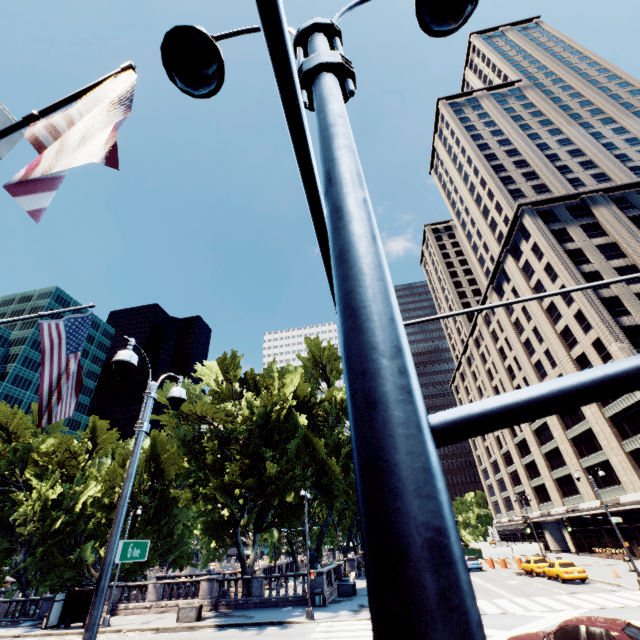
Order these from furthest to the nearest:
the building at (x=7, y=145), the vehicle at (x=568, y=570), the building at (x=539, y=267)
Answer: the building at (x=539, y=267) → the vehicle at (x=568, y=570) → the building at (x=7, y=145)

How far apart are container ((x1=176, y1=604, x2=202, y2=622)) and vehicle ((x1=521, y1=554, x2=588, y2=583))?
28.3m

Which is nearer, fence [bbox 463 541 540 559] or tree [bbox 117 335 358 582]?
tree [bbox 117 335 358 582]

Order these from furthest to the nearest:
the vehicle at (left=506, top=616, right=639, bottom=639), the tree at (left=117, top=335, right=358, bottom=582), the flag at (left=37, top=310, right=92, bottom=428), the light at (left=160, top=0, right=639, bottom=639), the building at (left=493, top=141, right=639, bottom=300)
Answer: the building at (left=493, top=141, right=639, bottom=300), the tree at (left=117, top=335, right=358, bottom=582), the vehicle at (left=506, top=616, right=639, bottom=639), the flag at (left=37, top=310, right=92, bottom=428), the light at (left=160, top=0, right=639, bottom=639)

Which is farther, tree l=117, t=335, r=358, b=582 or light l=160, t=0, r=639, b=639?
tree l=117, t=335, r=358, b=582

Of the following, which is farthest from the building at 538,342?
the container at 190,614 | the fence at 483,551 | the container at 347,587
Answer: the container at 190,614

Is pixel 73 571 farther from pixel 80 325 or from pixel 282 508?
Result: pixel 80 325

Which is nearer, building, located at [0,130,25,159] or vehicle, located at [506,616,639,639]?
building, located at [0,130,25,159]
